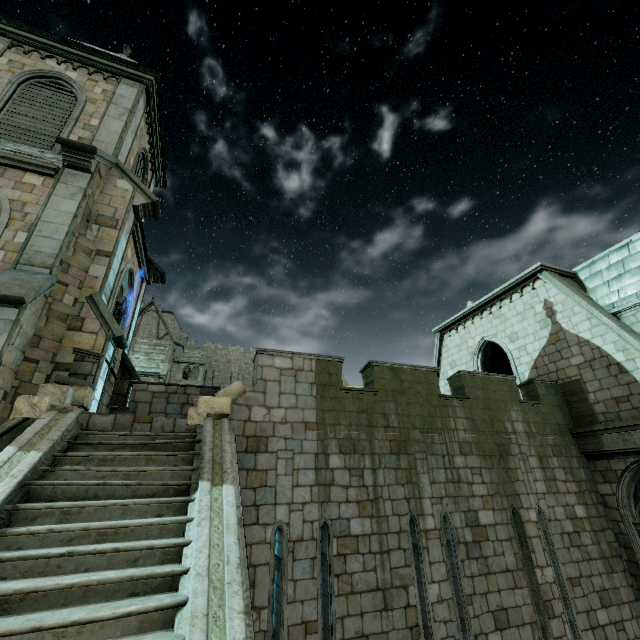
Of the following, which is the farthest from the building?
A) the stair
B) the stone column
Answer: the stone column

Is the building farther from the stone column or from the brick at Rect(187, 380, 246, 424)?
the stone column

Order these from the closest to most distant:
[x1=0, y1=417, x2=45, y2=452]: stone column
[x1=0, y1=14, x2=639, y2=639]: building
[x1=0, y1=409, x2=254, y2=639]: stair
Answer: [x1=0, y1=409, x2=254, y2=639]: stair, [x1=0, y1=417, x2=45, y2=452]: stone column, [x1=0, y1=14, x2=639, y2=639]: building

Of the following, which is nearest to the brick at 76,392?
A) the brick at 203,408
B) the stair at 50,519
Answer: the stair at 50,519

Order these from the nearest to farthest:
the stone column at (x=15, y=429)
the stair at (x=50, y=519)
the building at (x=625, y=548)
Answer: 1. the stair at (x=50, y=519)
2. the stone column at (x=15, y=429)
3. the building at (x=625, y=548)

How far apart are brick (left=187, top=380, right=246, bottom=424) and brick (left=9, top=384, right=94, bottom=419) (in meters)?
2.07

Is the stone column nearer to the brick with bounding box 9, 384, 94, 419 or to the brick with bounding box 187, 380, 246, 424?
the brick with bounding box 9, 384, 94, 419

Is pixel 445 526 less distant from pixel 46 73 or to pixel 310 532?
pixel 310 532
